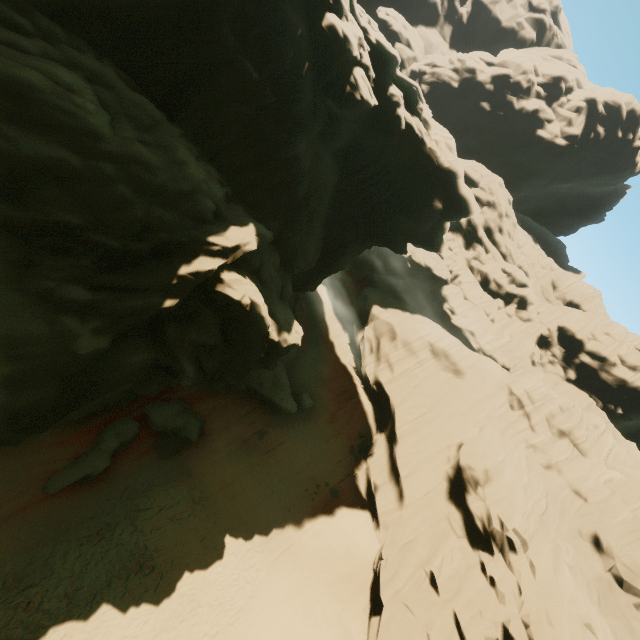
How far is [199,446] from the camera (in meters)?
19.81

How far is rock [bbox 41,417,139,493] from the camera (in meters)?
13.36

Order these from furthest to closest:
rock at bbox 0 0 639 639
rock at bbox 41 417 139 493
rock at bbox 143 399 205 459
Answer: rock at bbox 143 399 205 459 → rock at bbox 41 417 139 493 → rock at bbox 0 0 639 639

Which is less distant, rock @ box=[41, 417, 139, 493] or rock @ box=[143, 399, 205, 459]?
rock @ box=[41, 417, 139, 493]

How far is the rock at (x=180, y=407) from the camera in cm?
1741

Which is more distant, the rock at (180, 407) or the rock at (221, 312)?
the rock at (180, 407)
